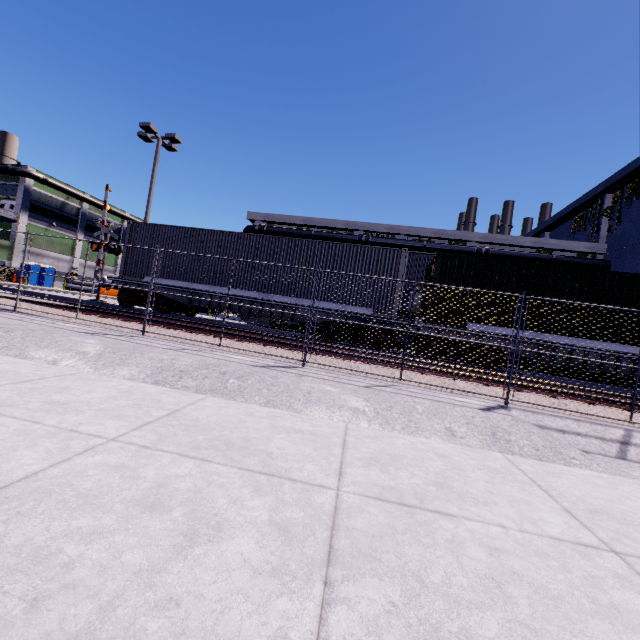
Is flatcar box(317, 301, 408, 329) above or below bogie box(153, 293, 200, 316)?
above

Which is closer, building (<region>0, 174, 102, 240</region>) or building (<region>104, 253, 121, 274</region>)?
building (<region>0, 174, 102, 240</region>)

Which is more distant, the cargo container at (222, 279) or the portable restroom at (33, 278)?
the portable restroom at (33, 278)

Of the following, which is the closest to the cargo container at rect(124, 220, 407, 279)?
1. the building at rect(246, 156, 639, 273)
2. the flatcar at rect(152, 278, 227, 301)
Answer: the flatcar at rect(152, 278, 227, 301)

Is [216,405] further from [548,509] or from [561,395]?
[561,395]

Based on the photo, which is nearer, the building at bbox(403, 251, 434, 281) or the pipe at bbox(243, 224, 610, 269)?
the building at bbox(403, 251, 434, 281)

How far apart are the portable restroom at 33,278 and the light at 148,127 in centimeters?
3064cm

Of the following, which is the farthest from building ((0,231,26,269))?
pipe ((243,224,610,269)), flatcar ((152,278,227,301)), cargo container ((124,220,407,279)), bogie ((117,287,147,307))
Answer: bogie ((117,287,147,307))
